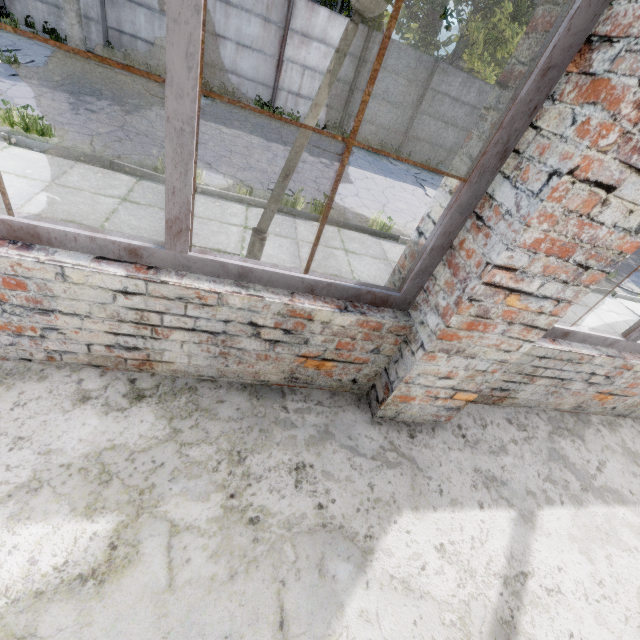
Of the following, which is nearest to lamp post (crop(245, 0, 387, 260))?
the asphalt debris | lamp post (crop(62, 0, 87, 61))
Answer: the asphalt debris

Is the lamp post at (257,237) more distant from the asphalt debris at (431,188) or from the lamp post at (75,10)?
the lamp post at (75,10)

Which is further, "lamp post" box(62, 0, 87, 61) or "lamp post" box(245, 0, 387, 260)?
"lamp post" box(62, 0, 87, 61)

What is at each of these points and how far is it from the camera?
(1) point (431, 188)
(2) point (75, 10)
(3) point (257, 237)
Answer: (1) asphalt debris, 12.38m
(2) lamp post, 9.62m
(3) lamp post, 3.24m

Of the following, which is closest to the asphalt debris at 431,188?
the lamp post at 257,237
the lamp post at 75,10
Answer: the lamp post at 257,237

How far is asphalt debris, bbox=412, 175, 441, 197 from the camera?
11.83m

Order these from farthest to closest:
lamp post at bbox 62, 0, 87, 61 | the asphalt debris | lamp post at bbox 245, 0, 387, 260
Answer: the asphalt debris
lamp post at bbox 62, 0, 87, 61
lamp post at bbox 245, 0, 387, 260
